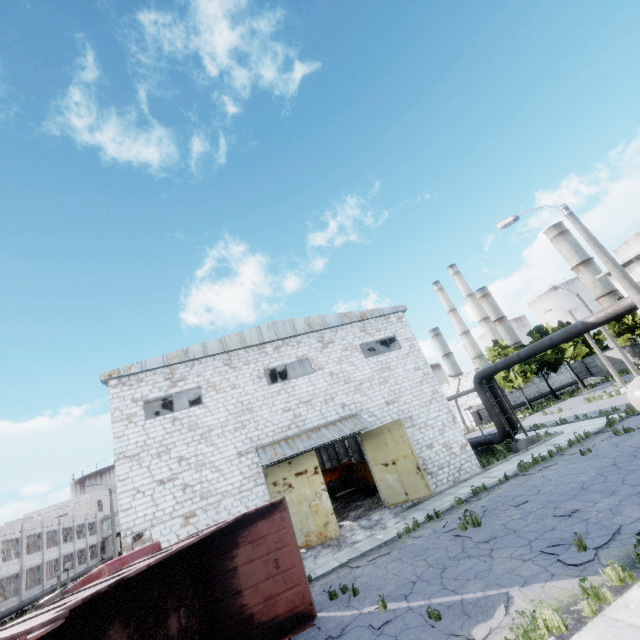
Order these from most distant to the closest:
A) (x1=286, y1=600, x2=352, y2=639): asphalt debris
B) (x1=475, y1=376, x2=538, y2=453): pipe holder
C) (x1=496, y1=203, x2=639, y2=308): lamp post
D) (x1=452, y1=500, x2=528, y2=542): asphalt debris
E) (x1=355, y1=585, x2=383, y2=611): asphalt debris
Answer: (x1=475, y1=376, x2=538, y2=453): pipe holder → (x1=496, y1=203, x2=639, y2=308): lamp post → (x1=452, y1=500, x2=528, y2=542): asphalt debris → (x1=355, y1=585, x2=383, y2=611): asphalt debris → (x1=286, y1=600, x2=352, y2=639): asphalt debris

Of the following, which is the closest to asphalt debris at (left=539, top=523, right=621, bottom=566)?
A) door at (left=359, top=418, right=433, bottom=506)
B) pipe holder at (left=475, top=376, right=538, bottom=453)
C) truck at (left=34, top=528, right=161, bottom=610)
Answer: door at (left=359, top=418, right=433, bottom=506)

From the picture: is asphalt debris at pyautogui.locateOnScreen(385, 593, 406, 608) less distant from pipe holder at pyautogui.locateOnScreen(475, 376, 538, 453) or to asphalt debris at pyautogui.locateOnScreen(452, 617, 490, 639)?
asphalt debris at pyautogui.locateOnScreen(452, 617, 490, 639)

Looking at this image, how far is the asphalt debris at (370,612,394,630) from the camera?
7.2 meters

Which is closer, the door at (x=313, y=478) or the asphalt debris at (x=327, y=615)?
the asphalt debris at (x=327, y=615)

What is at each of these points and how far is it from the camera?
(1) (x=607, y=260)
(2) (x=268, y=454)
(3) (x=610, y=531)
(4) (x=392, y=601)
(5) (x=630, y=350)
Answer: (1) lamp post, 10.97m
(2) awning, 15.92m
(3) asphalt debris, 7.47m
(4) asphalt debris, 8.10m
(5) fuse box, 45.47m

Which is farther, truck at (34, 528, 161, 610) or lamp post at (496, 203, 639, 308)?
lamp post at (496, 203, 639, 308)

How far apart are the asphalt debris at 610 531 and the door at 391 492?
8.3 meters
